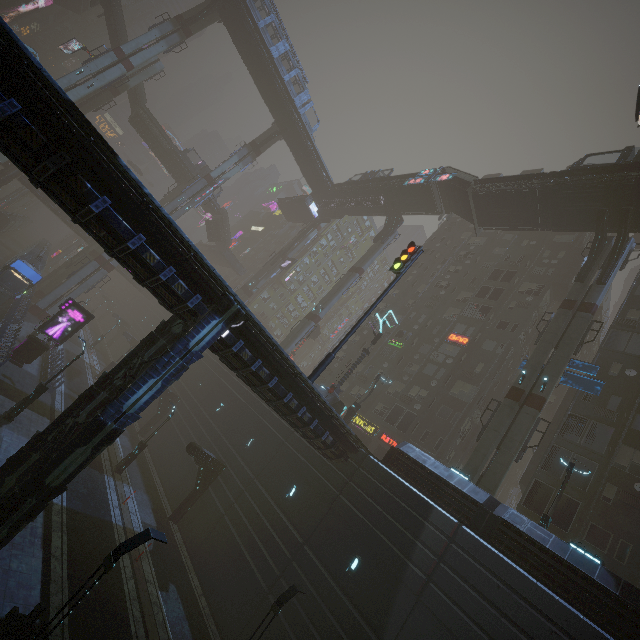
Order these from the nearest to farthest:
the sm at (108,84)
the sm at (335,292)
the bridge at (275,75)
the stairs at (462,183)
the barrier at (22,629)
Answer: the barrier at (22,629) → the stairs at (462,183) → the sm at (108,84) → the sm at (335,292) → the bridge at (275,75)

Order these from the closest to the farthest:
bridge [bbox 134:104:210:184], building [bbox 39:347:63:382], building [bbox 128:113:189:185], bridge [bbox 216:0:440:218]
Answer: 1. building [bbox 39:347:63:382]
2. bridge [bbox 216:0:440:218]
3. bridge [bbox 134:104:210:184]
4. building [bbox 128:113:189:185]

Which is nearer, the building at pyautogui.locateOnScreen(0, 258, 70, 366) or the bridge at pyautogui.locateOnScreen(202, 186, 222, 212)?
the building at pyautogui.locateOnScreen(0, 258, 70, 366)

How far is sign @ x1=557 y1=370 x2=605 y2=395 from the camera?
21.3m

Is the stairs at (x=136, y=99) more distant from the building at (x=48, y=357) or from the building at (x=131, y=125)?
the building at (x=48, y=357)

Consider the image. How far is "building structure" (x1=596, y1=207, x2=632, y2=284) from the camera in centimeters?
2420cm

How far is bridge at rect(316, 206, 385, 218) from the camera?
47.5 meters

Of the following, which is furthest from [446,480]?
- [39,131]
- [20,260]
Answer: [20,260]
